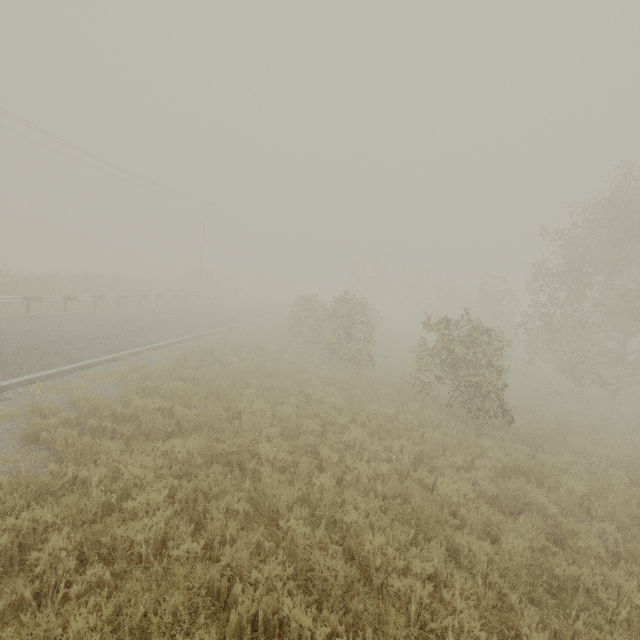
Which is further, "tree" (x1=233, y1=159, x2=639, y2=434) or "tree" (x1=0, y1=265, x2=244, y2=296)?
"tree" (x1=0, y1=265, x2=244, y2=296)

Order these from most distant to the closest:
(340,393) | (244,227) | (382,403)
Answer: (244,227) < (340,393) < (382,403)

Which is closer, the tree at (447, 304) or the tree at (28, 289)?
the tree at (447, 304)
